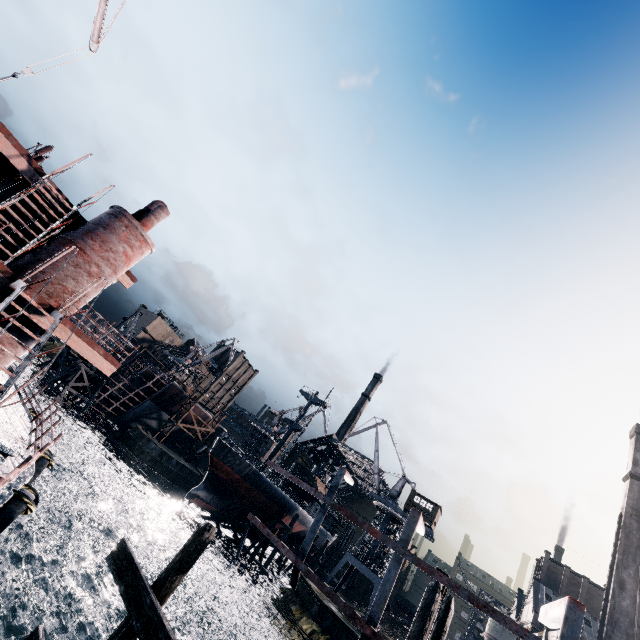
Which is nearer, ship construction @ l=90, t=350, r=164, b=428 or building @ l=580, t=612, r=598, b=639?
building @ l=580, t=612, r=598, b=639

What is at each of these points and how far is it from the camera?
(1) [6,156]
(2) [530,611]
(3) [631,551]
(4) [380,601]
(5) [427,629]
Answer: (1) ship, 11.8m
(2) building, 58.6m
(3) chimney, 40.8m
(4) ship construction, 6.2m
(5) wooden scaffolding, 7.9m

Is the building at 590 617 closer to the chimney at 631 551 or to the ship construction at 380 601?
the chimney at 631 551

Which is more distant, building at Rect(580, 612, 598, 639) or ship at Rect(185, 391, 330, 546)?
building at Rect(580, 612, 598, 639)

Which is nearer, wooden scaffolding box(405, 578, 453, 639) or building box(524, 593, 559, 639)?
wooden scaffolding box(405, 578, 453, 639)

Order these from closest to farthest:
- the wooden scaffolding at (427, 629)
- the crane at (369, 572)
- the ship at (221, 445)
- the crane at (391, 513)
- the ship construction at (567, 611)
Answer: the ship construction at (567, 611), the wooden scaffolding at (427, 629), the ship at (221, 445), the crane at (369, 572), the crane at (391, 513)

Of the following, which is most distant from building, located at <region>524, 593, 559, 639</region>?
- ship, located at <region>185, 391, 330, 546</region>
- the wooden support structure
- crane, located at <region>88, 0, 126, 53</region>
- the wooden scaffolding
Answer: crane, located at <region>88, 0, 126, 53</region>

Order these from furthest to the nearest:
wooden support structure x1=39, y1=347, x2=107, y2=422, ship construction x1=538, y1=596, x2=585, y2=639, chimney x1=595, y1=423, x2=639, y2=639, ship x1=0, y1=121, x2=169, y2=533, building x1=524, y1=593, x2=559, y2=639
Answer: wooden support structure x1=39, y1=347, x2=107, y2=422
building x1=524, y1=593, x2=559, y2=639
chimney x1=595, y1=423, x2=639, y2=639
ship x1=0, y1=121, x2=169, y2=533
ship construction x1=538, y1=596, x2=585, y2=639
